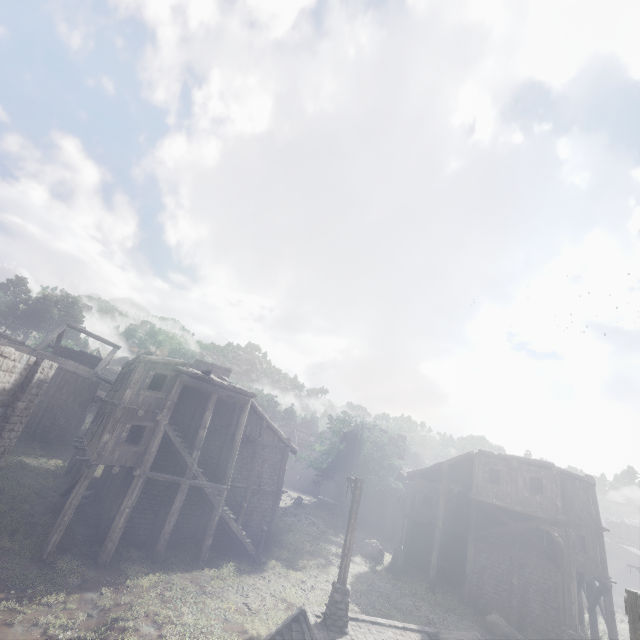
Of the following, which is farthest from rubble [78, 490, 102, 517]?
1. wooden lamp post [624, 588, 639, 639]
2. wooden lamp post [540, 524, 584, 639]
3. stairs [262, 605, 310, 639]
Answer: wooden lamp post [540, 524, 584, 639]

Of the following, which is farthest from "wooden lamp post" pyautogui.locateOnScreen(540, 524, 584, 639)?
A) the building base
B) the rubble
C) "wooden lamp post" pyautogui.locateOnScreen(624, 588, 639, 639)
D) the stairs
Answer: the rubble

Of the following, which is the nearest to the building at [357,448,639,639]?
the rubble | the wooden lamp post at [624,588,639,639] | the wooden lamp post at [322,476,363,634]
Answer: the rubble

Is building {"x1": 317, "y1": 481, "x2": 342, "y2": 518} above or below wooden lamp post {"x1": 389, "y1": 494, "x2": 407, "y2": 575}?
above

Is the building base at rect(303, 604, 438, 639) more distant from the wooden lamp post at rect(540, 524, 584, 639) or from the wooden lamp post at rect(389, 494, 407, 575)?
the wooden lamp post at rect(389, 494, 407, 575)

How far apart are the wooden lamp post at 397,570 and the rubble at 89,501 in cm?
1936

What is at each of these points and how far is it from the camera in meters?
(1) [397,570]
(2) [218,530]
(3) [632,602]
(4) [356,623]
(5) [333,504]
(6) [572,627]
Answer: (1) wooden lamp post, 23.5 m
(2) building, 20.0 m
(3) wooden lamp post, 3.8 m
(4) building base, 11.9 m
(5) building, 38.2 m
(6) wooden lamp post, 12.9 m

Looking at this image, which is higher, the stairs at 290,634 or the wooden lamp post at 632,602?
the wooden lamp post at 632,602
